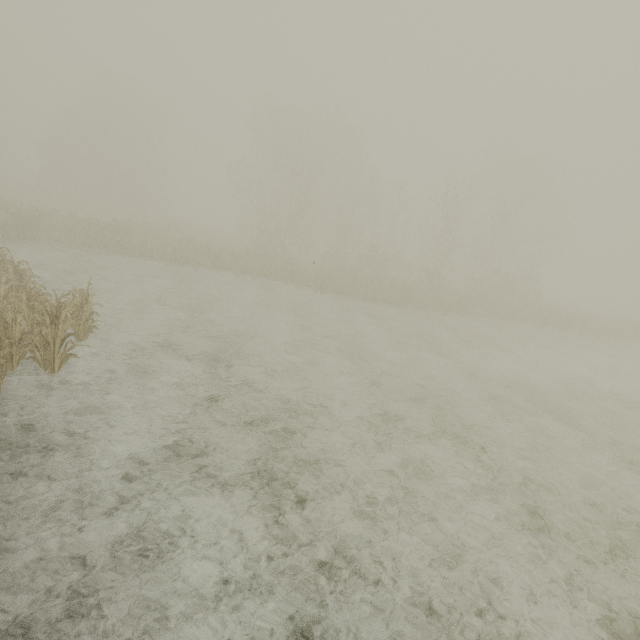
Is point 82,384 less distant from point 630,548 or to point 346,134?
point 630,548
